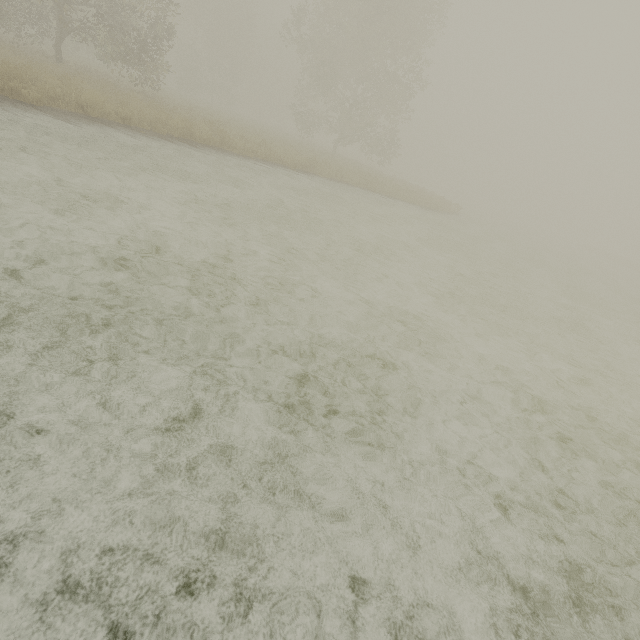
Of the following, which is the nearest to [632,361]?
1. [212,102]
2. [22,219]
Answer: [22,219]
